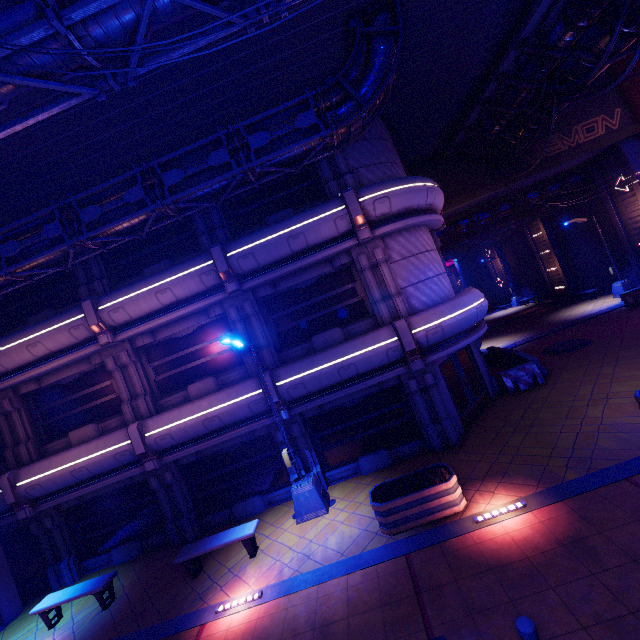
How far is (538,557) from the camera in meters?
5.9

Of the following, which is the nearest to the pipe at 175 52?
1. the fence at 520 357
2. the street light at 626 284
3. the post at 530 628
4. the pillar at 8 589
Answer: the pillar at 8 589

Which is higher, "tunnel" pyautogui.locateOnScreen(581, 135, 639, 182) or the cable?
the cable

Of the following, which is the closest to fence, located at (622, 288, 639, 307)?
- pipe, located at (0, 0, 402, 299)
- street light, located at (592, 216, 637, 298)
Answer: street light, located at (592, 216, 637, 298)

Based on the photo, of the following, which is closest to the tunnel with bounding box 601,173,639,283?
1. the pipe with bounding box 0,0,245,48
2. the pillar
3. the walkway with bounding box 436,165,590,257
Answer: the walkway with bounding box 436,165,590,257

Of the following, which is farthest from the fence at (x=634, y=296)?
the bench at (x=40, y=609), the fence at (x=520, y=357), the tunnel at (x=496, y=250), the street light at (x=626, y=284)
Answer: the bench at (x=40, y=609)

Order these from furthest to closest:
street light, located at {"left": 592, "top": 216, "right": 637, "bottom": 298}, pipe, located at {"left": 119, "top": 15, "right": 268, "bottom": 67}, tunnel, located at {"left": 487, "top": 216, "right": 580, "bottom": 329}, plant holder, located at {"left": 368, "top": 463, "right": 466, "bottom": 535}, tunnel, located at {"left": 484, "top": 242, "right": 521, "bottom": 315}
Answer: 1. tunnel, located at {"left": 484, "top": 242, "right": 521, "bottom": 315}
2. tunnel, located at {"left": 487, "top": 216, "right": 580, "bottom": 329}
3. street light, located at {"left": 592, "top": 216, "right": 637, "bottom": 298}
4. plant holder, located at {"left": 368, "top": 463, "right": 466, "bottom": 535}
5. pipe, located at {"left": 119, "top": 15, "right": 268, "bottom": 67}

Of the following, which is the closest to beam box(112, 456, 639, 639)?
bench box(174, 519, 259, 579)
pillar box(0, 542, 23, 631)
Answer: pillar box(0, 542, 23, 631)
